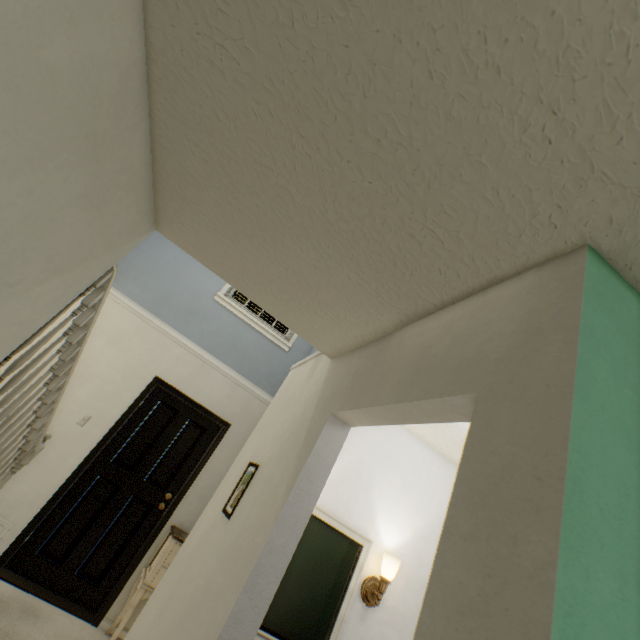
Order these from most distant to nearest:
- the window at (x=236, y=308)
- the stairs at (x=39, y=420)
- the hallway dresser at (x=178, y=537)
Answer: the window at (x=236, y=308) < the hallway dresser at (x=178, y=537) < the stairs at (x=39, y=420)

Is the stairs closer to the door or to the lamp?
the door

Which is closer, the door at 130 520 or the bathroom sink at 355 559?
the bathroom sink at 355 559

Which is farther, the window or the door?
the window

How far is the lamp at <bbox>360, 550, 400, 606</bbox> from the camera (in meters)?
1.80

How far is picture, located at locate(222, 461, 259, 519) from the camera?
1.74m

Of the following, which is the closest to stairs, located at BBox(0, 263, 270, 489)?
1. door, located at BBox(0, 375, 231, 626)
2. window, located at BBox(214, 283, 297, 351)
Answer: door, located at BBox(0, 375, 231, 626)

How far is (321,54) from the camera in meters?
0.7
